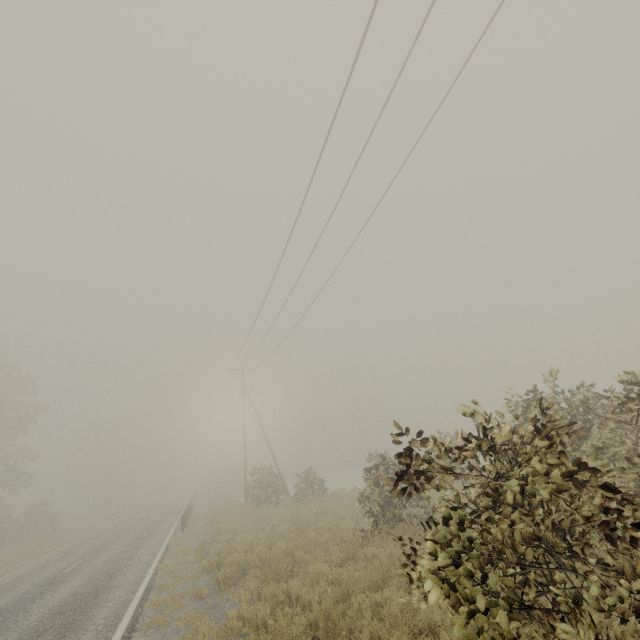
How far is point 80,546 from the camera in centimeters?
2016cm
